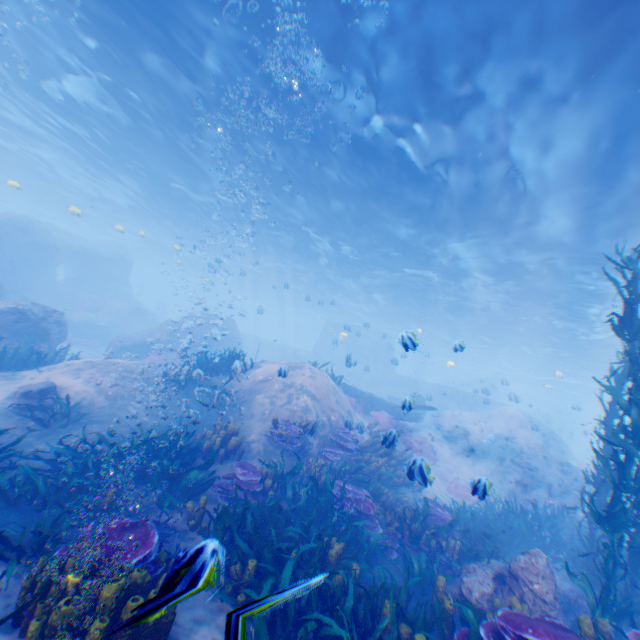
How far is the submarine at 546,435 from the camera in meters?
31.4

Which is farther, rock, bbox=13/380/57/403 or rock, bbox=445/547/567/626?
rock, bbox=13/380/57/403

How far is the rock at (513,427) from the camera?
17.6m

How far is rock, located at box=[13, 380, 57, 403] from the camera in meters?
8.2 m

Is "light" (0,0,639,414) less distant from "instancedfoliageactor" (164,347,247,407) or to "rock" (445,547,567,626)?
"rock" (445,547,567,626)

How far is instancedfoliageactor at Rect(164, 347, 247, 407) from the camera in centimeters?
1040cm

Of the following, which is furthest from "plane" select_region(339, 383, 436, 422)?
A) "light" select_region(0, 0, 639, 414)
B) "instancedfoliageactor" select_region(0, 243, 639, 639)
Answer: "light" select_region(0, 0, 639, 414)

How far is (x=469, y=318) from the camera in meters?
29.9
